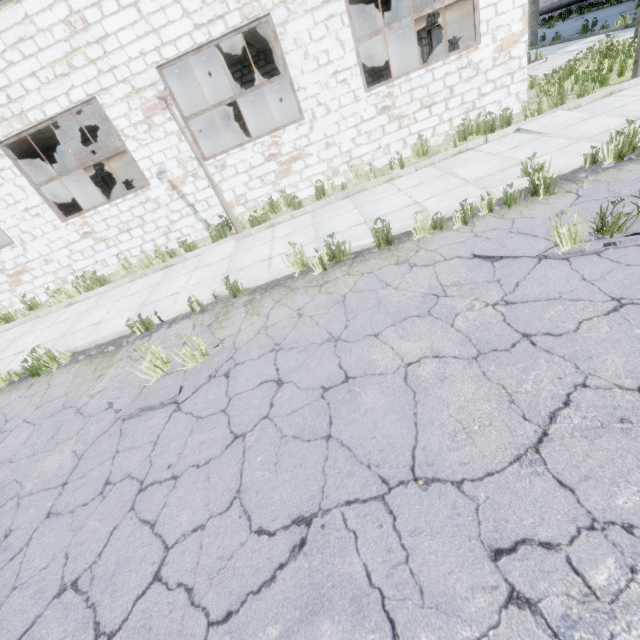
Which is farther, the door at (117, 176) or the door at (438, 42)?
the door at (117, 176)

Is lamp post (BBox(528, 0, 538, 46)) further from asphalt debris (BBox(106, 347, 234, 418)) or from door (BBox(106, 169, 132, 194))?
asphalt debris (BBox(106, 347, 234, 418))

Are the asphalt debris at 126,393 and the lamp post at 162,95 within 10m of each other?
yes

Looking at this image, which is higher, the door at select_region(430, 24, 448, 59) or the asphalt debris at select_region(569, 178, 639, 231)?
the door at select_region(430, 24, 448, 59)

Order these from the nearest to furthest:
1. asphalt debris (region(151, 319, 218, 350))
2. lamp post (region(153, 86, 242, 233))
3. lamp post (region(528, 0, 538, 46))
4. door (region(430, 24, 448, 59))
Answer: asphalt debris (region(151, 319, 218, 350)), lamp post (region(153, 86, 242, 233)), door (region(430, 24, 448, 59)), lamp post (region(528, 0, 538, 46))

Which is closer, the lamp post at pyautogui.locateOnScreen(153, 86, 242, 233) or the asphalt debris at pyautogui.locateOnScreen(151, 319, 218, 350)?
the asphalt debris at pyautogui.locateOnScreen(151, 319, 218, 350)

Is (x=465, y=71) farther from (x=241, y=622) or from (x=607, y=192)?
(x=241, y=622)

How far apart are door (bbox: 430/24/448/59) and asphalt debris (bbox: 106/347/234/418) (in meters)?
14.03
